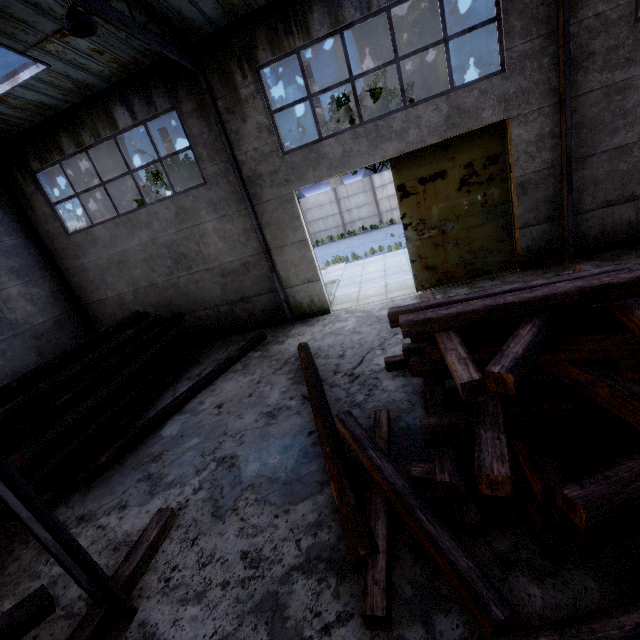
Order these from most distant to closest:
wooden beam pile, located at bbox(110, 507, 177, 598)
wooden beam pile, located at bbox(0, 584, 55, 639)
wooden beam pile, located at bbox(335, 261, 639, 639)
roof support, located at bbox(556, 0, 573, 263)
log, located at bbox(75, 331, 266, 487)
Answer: roof support, located at bbox(556, 0, 573, 263), log, located at bbox(75, 331, 266, 487), wooden beam pile, located at bbox(110, 507, 177, 598), wooden beam pile, located at bbox(0, 584, 55, 639), wooden beam pile, located at bbox(335, 261, 639, 639)

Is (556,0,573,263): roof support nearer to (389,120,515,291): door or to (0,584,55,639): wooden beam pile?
(389,120,515,291): door

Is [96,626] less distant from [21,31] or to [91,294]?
[21,31]

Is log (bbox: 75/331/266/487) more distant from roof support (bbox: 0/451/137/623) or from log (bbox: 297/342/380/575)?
log (bbox: 297/342/380/575)

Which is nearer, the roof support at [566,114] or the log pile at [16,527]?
Answer: the log pile at [16,527]

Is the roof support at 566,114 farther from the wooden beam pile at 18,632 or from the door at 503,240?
the wooden beam pile at 18,632

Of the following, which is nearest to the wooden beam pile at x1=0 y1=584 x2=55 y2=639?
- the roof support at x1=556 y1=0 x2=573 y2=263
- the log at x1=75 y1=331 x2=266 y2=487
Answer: the log at x1=75 y1=331 x2=266 y2=487

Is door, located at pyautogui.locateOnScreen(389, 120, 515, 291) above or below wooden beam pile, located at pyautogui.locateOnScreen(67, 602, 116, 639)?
above
